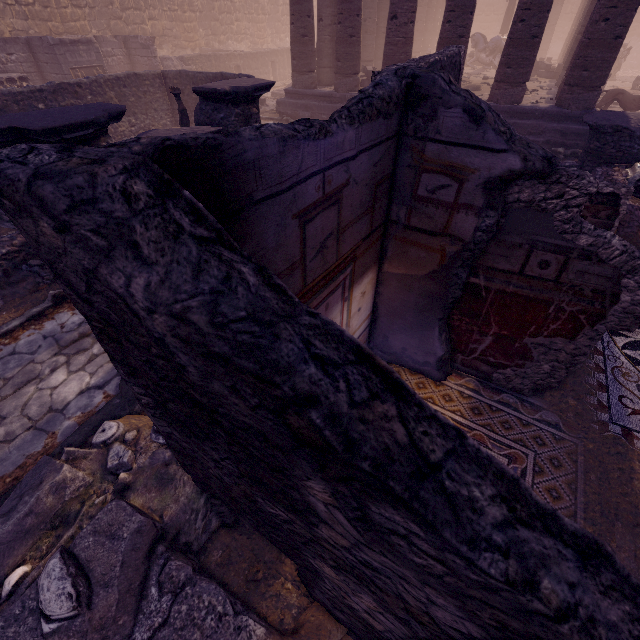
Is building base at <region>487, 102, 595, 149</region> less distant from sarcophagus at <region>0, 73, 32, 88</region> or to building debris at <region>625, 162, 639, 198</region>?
building debris at <region>625, 162, 639, 198</region>

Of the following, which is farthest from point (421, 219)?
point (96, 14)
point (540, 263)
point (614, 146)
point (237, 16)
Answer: point (237, 16)

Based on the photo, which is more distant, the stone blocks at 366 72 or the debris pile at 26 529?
the stone blocks at 366 72

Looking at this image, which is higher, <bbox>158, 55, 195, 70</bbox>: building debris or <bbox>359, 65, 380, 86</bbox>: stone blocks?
<bbox>158, 55, 195, 70</bbox>: building debris

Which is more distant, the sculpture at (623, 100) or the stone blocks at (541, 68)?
the stone blocks at (541, 68)

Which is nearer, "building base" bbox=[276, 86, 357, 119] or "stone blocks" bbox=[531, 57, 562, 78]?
"building base" bbox=[276, 86, 357, 119]

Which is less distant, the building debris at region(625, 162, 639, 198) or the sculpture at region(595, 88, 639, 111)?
the building debris at region(625, 162, 639, 198)

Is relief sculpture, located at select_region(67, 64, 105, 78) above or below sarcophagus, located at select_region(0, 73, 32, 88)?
above
